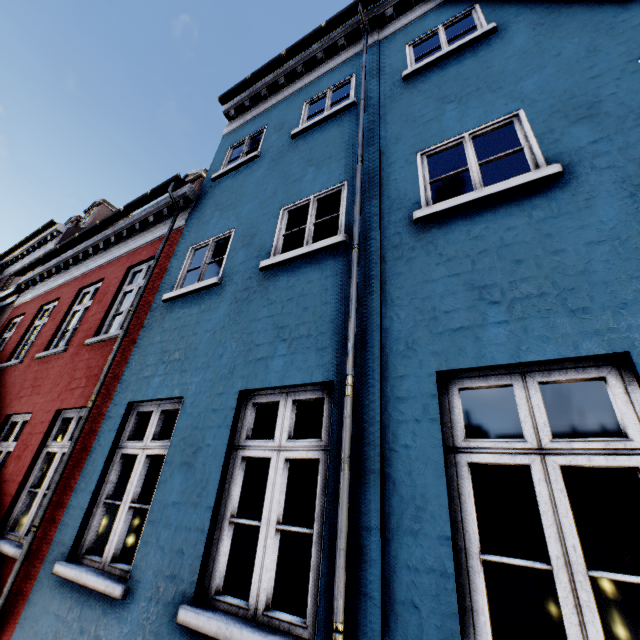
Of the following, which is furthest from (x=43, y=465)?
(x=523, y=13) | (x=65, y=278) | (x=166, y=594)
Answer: (x=523, y=13)
